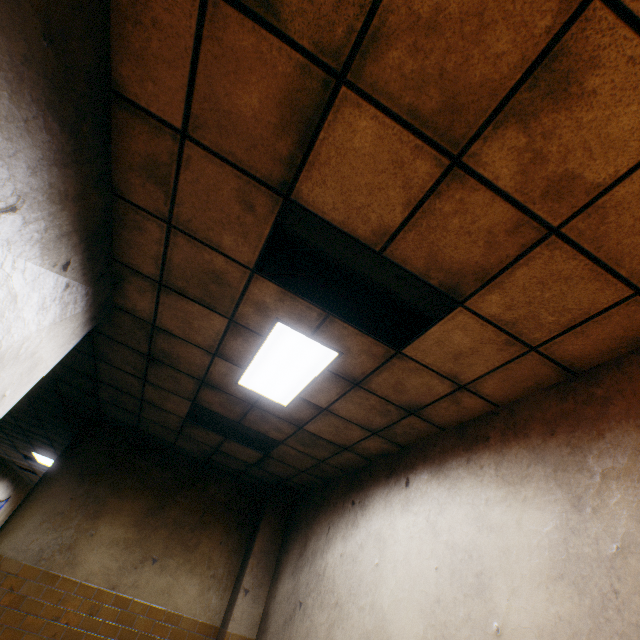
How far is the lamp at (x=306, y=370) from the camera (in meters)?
2.83

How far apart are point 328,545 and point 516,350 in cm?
356

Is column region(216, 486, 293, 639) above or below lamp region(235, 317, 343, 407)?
Result: below

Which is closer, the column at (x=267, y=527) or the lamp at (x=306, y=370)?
the lamp at (x=306, y=370)

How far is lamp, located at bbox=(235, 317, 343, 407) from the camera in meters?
2.8

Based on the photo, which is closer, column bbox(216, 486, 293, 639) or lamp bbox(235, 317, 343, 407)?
lamp bbox(235, 317, 343, 407)
